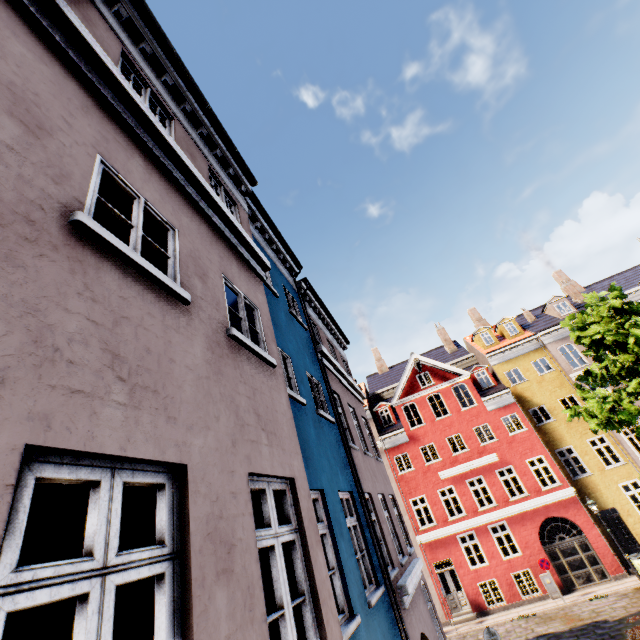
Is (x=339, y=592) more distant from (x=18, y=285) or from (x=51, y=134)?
(x=51, y=134)

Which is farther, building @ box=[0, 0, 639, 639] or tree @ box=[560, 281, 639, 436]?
tree @ box=[560, 281, 639, 436]

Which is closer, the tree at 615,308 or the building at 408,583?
the building at 408,583
